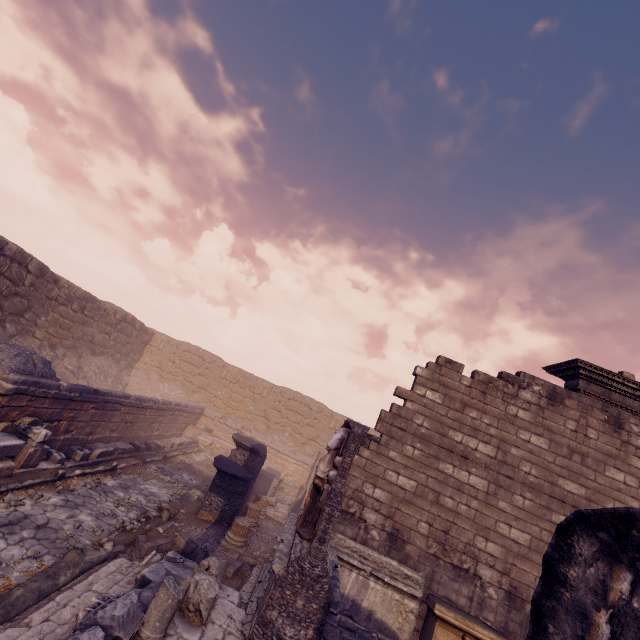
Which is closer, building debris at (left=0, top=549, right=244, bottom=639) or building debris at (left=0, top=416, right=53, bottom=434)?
building debris at (left=0, top=549, right=244, bottom=639)

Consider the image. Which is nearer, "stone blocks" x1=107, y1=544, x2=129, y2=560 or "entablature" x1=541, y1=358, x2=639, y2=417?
"stone blocks" x1=107, y1=544, x2=129, y2=560

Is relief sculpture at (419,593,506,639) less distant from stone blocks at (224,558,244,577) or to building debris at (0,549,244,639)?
building debris at (0,549,244,639)

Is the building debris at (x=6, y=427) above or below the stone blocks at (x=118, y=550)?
above

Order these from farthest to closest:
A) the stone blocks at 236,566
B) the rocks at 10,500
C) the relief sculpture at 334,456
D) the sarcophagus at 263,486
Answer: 1. the sarcophagus at 263,486
2. the stone blocks at 236,566
3. the rocks at 10,500
4. the relief sculpture at 334,456

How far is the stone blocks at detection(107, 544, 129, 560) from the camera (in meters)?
6.31

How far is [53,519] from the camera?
6.6m

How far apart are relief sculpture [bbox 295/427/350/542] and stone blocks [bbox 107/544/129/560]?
2.6m
